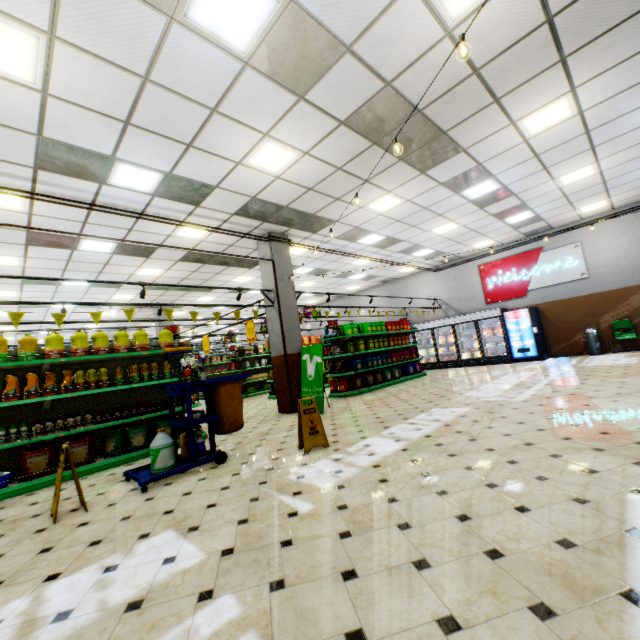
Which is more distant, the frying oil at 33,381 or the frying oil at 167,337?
the frying oil at 167,337

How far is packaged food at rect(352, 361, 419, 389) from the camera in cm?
1053

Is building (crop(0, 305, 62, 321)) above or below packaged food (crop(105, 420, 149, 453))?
above

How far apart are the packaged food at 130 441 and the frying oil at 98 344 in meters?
1.3 m

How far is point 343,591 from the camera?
1.82m

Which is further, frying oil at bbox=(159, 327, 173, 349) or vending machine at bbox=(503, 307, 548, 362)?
vending machine at bbox=(503, 307, 548, 362)

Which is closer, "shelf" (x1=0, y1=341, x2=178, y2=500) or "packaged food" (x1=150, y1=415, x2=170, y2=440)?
"shelf" (x1=0, y1=341, x2=178, y2=500)

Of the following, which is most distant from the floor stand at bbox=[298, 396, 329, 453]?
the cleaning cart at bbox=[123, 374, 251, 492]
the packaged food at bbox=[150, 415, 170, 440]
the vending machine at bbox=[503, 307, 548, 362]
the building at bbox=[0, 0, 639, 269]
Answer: the vending machine at bbox=[503, 307, 548, 362]
